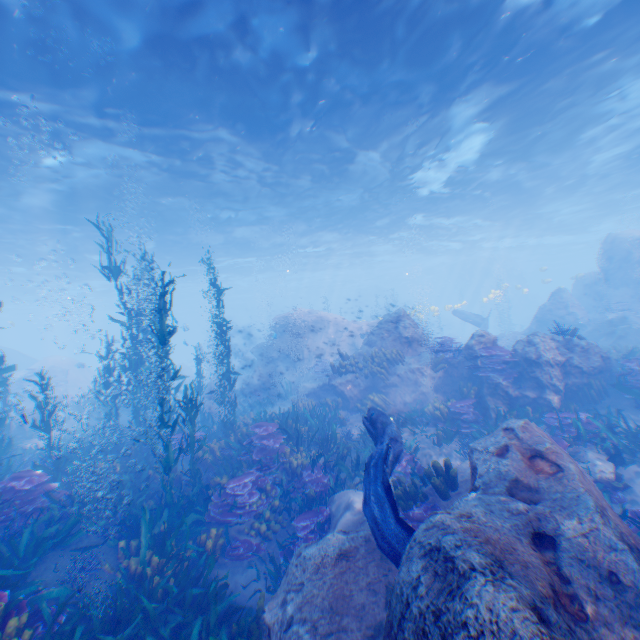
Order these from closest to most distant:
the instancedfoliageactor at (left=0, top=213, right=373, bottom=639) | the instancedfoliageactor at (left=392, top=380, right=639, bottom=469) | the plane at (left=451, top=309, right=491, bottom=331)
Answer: the instancedfoliageactor at (left=0, top=213, right=373, bottom=639), the instancedfoliageactor at (left=392, top=380, right=639, bottom=469), the plane at (left=451, top=309, right=491, bottom=331)

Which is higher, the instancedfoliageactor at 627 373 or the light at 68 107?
the light at 68 107

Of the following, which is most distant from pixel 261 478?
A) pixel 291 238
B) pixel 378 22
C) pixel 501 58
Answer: pixel 291 238

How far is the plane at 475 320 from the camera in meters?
23.3

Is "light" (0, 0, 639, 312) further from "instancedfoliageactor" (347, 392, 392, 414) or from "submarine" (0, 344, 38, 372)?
"instancedfoliageactor" (347, 392, 392, 414)

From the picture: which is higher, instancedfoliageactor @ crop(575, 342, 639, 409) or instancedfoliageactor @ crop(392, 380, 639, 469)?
instancedfoliageactor @ crop(575, 342, 639, 409)

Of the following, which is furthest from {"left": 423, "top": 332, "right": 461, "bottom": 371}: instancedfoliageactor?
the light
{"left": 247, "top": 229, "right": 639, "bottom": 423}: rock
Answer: the light

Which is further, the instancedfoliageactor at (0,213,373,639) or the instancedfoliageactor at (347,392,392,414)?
the instancedfoliageactor at (347,392,392,414)
